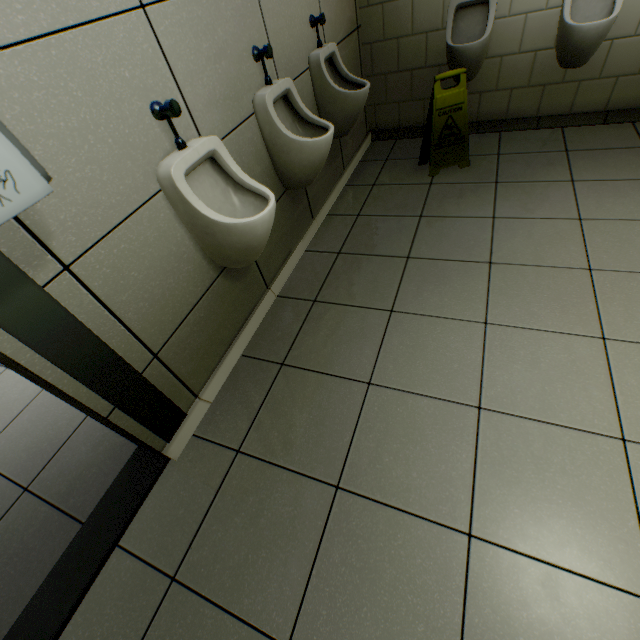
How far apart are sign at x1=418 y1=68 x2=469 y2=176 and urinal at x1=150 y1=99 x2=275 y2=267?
1.9m

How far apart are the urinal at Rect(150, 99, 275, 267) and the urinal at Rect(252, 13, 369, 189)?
0.5m

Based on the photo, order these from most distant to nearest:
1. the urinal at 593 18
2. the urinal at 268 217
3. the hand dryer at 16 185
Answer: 1. the urinal at 593 18
2. the urinal at 268 217
3. the hand dryer at 16 185

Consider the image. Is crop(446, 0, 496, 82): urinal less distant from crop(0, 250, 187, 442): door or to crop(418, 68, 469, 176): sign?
crop(418, 68, 469, 176): sign

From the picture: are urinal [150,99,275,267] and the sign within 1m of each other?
no

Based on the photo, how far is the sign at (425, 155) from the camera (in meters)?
2.46

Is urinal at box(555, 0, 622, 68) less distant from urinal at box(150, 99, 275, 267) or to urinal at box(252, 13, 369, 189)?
urinal at box(252, 13, 369, 189)

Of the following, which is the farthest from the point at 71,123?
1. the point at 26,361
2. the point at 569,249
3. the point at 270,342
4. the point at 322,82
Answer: the point at 569,249
